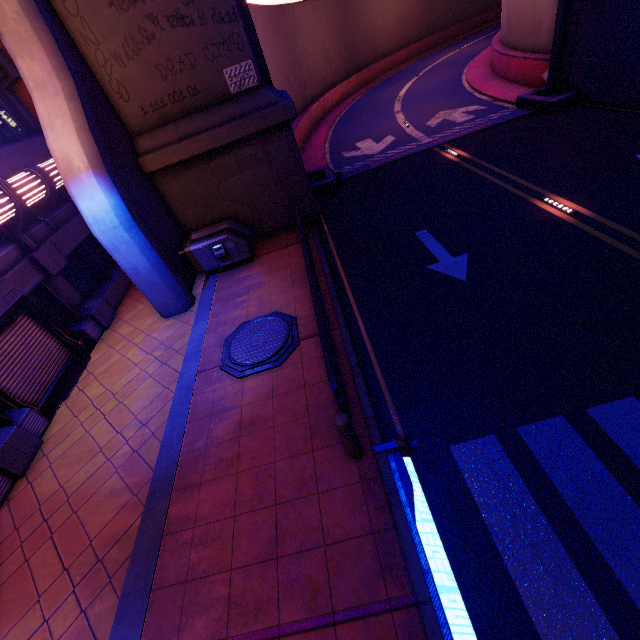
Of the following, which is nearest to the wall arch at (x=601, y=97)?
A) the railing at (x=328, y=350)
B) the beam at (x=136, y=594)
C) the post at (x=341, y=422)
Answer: the beam at (x=136, y=594)

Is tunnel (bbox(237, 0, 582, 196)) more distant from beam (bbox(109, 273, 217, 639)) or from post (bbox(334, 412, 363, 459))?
post (bbox(334, 412, 363, 459))

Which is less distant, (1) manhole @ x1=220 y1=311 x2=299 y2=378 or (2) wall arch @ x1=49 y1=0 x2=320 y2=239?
(1) manhole @ x1=220 y1=311 x2=299 y2=378

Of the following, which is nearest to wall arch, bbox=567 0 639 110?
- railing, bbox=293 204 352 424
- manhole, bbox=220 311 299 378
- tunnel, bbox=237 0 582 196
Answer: tunnel, bbox=237 0 582 196

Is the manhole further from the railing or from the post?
the post

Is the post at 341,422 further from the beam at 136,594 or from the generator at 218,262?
the generator at 218,262

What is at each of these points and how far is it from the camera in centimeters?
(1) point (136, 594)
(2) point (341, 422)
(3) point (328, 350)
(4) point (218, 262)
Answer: (1) beam, 466cm
(2) post, 453cm
(3) railing, 541cm
(4) generator, 1114cm

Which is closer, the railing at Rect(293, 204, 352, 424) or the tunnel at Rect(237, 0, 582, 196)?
the railing at Rect(293, 204, 352, 424)
